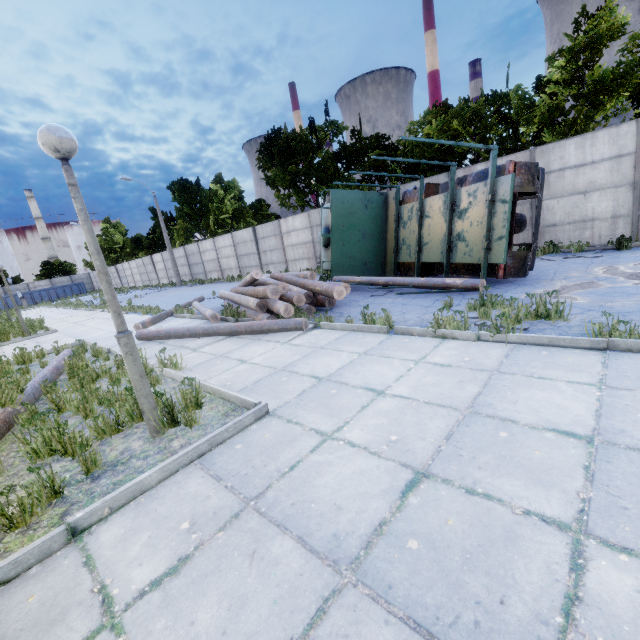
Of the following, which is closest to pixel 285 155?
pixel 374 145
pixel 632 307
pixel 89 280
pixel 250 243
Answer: pixel 374 145

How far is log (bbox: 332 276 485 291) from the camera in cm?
775

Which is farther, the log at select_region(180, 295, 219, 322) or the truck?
the log at select_region(180, 295, 219, 322)

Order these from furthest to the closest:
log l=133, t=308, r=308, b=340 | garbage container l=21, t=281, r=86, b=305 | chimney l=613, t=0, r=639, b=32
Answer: chimney l=613, t=0, r=639, b=32 < garbage container l=21, t=281, r=86, b=305 < log l=133, t=308, r=308, b=340

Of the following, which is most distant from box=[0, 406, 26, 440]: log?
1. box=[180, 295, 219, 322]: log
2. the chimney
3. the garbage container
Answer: the chimney

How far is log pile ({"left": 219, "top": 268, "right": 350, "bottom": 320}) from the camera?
7.87m

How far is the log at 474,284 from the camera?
7.8m

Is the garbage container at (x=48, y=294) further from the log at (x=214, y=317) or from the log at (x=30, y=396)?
the log at (x=30, y=396)
